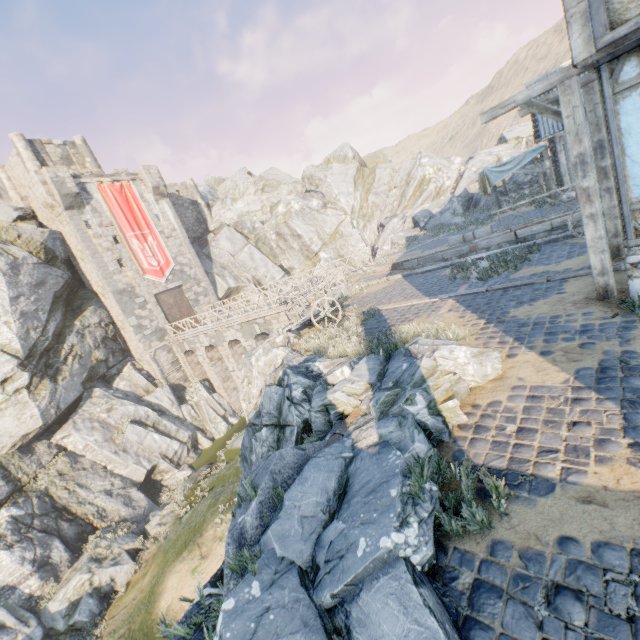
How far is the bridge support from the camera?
22.5 meters

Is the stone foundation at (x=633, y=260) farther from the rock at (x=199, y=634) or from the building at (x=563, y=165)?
the building at (x=563, y=165)

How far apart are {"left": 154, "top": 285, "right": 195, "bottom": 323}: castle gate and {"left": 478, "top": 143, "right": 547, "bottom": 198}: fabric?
25.3 meters

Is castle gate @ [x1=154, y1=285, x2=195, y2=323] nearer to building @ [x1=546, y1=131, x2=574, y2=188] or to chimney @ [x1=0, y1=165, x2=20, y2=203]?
chimney @ [x1=0, y1=165, x2=20, y2=203]

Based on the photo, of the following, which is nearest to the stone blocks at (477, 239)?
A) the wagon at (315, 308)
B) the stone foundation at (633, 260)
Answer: the stone foundation at (633, 260)

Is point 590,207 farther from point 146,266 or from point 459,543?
point 146,266

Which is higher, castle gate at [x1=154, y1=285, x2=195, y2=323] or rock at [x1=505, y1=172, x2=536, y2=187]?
castle gate at [x1=154, y1=285, x2=195, y2=323]

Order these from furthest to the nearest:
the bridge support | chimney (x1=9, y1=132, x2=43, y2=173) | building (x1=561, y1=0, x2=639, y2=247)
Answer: chimney (x1=9, y1=132, x2=43, y2=173)
the bridge support
building (x1=561, y1=0, x2=639, y2=247)
